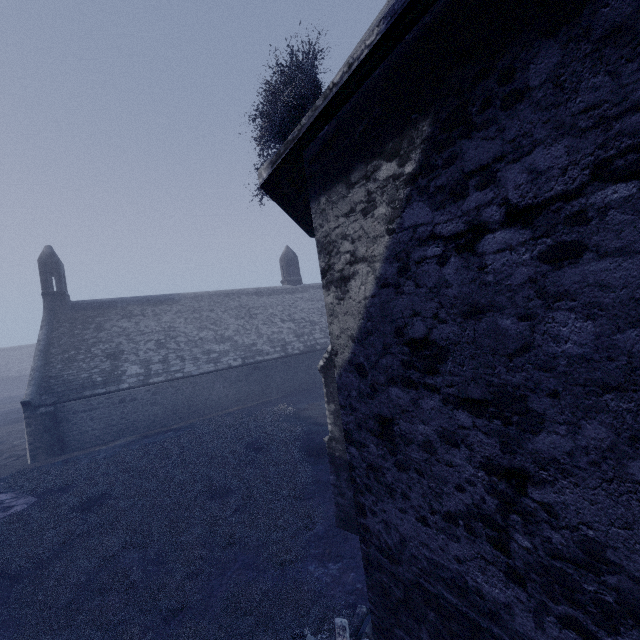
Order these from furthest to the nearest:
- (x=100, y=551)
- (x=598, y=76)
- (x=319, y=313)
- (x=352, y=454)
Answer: (x=319, y=313) → (x=100, y=551) → (x=352, y=454) → (x=598, y=76)
